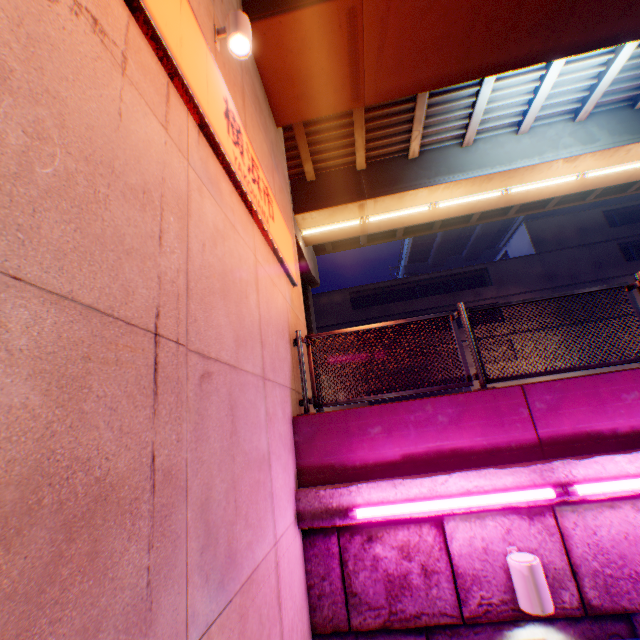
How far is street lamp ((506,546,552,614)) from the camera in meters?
3.0 m

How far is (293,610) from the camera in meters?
3.1

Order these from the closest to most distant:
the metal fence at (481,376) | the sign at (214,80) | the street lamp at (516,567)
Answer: the sign at (214,80), the street lamp at (516,567), the metal fence at (481,376)

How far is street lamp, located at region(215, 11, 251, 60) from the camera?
3.66m

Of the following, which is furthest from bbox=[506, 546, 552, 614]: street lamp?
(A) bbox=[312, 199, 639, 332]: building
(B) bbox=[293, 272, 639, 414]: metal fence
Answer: (A) bbox=[312, 199, 639, 332]: building

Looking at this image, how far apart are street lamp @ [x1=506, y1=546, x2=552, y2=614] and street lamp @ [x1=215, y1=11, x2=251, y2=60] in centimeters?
625cm

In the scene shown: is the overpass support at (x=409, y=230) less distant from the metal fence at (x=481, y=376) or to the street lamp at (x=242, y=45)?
the metal fence at (x=481, y=376)

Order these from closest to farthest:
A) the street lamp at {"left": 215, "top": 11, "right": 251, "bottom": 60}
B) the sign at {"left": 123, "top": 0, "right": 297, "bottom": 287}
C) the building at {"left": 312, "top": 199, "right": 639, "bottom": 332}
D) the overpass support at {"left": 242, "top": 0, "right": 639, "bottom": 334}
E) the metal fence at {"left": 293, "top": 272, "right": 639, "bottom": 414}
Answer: the sign at {"left": 123, "top": 0, "right": 297, "bottom": 287} → the street lamp at {"left": 215, "top": 11, "right": 251, "bottom": 60} → the metal fence at {"left": 293, "top": 272, "right": 639, "bottom": 414} → the overpass support at {"left": 242, "top": 0, "right": 639, "bottom": 334} → the building at {"left": 312, "top": 199, "right": 639, "bottom": 332}
